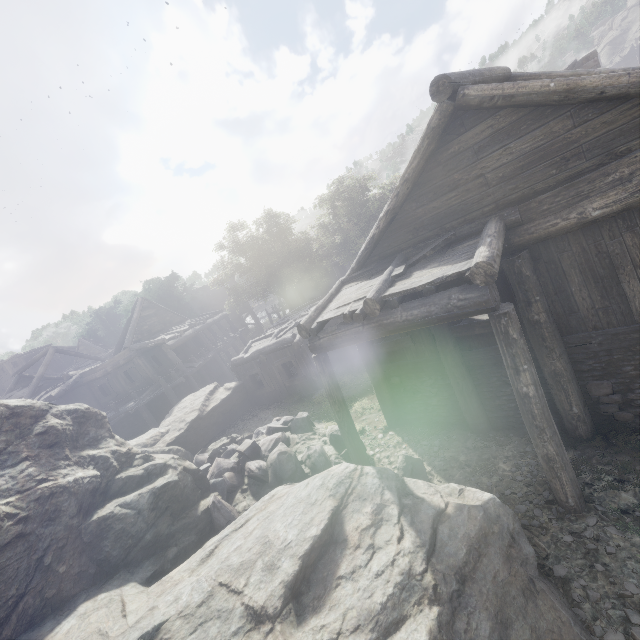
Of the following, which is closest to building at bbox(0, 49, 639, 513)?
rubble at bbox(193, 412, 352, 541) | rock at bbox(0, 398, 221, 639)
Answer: rock at bbox(0, 398, 221, 639)

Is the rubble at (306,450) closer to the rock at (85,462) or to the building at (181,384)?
the rock at (85,462)

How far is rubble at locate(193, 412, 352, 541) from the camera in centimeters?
863cm

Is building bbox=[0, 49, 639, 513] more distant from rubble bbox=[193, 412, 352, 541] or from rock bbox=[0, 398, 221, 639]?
rubble bbox=[193, 412, 352, 541]

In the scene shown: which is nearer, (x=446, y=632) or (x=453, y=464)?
(x=446, y=632)

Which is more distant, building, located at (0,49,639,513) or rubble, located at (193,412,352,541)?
rubble, located at (193,412,352,541)

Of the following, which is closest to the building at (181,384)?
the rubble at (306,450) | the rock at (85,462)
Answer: the rock at (85,462)
